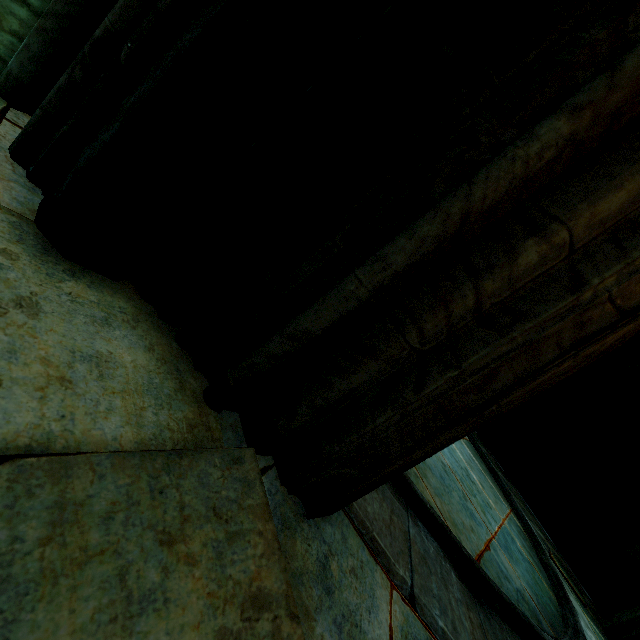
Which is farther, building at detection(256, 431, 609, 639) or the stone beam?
the stone beam

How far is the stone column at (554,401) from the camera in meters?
10.7 m

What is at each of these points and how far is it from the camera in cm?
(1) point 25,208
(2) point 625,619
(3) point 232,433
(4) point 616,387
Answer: (1) building, 106
(2) stone beam, 583
(3) building, 118
(4) rock, 916

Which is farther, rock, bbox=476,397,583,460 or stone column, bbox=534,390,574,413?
stone column, bbox=534,390,574,413

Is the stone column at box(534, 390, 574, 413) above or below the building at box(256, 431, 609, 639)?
above

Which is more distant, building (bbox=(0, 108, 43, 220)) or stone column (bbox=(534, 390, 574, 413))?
stone column (bbox=(534, 390, 574, 413))

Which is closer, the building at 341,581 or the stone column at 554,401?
the building at 341,581

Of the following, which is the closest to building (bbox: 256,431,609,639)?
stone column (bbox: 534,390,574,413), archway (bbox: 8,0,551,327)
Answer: archway (bbox: 8,0,551,327)
